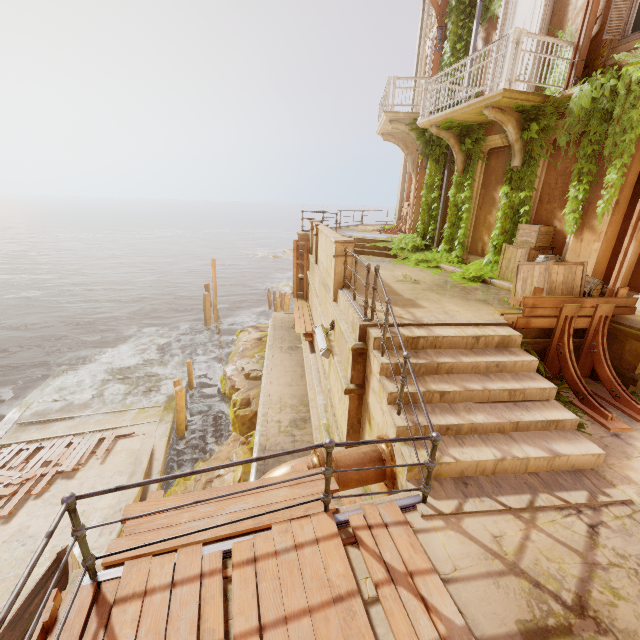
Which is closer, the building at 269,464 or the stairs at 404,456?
the stairs at 404,456

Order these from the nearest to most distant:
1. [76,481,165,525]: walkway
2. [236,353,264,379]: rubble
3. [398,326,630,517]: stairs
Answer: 1. [398,326,630,517]: stairs
2. [76,481,165,525]: walkway
3. [236,353,264,379]: rubble

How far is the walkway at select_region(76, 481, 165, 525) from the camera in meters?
8.9 m

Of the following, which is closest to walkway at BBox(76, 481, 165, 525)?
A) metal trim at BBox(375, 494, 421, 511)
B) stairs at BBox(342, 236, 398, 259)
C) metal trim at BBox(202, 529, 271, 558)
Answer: metal trim at BBox(202, 529, 271, 558)

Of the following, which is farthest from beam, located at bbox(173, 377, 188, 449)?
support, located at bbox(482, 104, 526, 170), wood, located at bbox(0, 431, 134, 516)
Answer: support, located at bbox(482, 104, 526, 170)

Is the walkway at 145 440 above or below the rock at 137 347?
above

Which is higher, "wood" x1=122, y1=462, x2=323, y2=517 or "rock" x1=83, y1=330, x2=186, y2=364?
"wood" x1=122, y1=462, x2=323, y2=517

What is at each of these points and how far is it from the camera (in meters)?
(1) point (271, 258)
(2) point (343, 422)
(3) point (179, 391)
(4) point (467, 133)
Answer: (1) rock, 56.31
(2) building, 6.72
(3) beam, 12.74
(4) plant, 9.98
